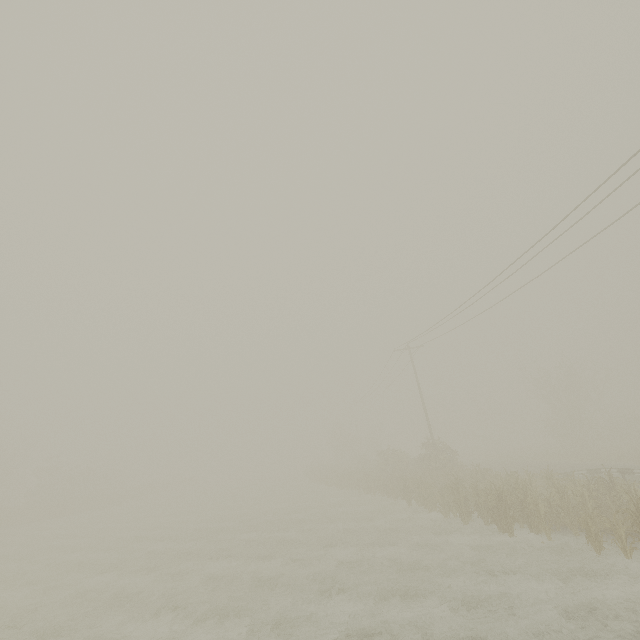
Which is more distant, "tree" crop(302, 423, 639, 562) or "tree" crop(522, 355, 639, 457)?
"tree" crop(522, 355, 639, 457)

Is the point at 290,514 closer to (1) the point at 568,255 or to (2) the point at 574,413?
(1) the point at 568,255

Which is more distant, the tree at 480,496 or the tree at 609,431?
the tree at 609,431
